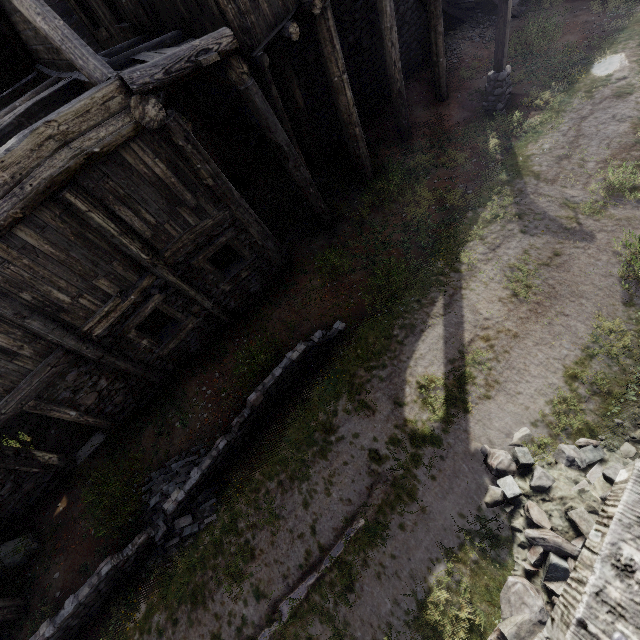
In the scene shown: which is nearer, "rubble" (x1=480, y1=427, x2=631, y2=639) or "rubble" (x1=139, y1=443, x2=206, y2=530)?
"rubble" (x1=480, y1=427, x2=631, y2=639)

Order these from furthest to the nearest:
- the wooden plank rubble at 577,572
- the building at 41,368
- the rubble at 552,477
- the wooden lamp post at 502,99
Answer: the wooden lamp post at 502,99
the building at 41,368
the rubble at 552,477
the wooden plank rubble at 577,572

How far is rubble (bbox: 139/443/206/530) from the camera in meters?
7.1 m

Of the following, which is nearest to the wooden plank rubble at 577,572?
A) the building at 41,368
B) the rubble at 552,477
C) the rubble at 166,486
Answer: the building at 41,368

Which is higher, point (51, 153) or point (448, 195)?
point (51, 153)

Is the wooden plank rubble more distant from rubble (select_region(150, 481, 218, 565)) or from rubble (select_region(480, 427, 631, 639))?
rubble (select_region(150, 481, 218, 565))

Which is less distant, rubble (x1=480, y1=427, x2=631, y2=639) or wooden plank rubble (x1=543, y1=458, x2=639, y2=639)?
wooden plank rubble (x1=543, y1=458, x2=639, y2=639)
